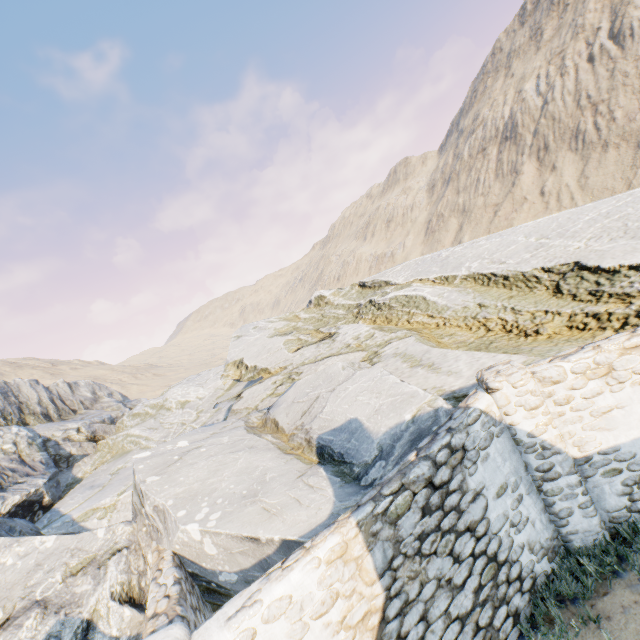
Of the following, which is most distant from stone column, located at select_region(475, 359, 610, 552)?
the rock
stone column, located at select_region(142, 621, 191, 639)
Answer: stone column, located at select_region(142, 621, 191, 639)

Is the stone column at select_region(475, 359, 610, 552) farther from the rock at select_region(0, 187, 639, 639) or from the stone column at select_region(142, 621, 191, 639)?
the stone column at select_region(142, 621, 191, 639)

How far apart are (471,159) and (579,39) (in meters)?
18.20

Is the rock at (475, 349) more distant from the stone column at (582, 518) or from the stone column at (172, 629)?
the stone column at (582, 518)

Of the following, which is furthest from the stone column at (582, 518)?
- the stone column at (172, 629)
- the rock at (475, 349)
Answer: the stone column at (172, 629)

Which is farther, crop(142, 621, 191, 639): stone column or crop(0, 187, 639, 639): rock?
crop(0, 187, 639, 639): rock
